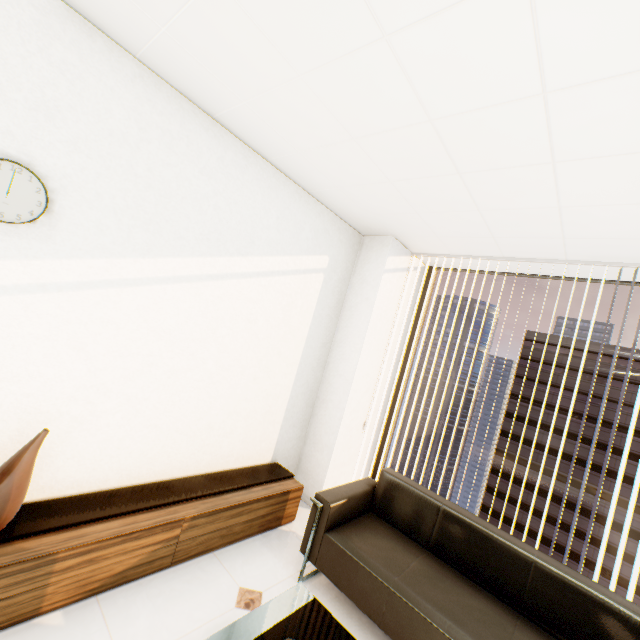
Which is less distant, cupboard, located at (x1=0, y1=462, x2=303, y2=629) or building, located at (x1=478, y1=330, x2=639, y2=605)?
cupboard, located at (x1=0, y1=462, x2=303, y2=629)

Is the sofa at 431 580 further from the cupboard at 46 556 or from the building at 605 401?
the building at 605 401

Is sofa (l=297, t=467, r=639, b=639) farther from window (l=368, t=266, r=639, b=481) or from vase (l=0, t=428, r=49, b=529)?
vase (l=0, t=428, r=49, b=529)

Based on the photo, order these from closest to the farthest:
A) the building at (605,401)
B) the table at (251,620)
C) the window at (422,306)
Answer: the table at (251,620)
the window at (422,306)
the building at (605,401)

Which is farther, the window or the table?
the window

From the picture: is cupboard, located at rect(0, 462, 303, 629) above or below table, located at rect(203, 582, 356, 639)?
below

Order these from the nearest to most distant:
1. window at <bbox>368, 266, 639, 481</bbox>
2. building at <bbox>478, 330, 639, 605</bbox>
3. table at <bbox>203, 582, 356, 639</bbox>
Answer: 1. table at <bbox>203, 582, 356, 639</bbox>
2. window at <bbox>368, 266, 639, 481</bbox>
3. building at <bbox>478, 330, 639, 605</bbox>

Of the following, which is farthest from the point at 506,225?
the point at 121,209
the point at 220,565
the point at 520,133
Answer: the point at 220,565
